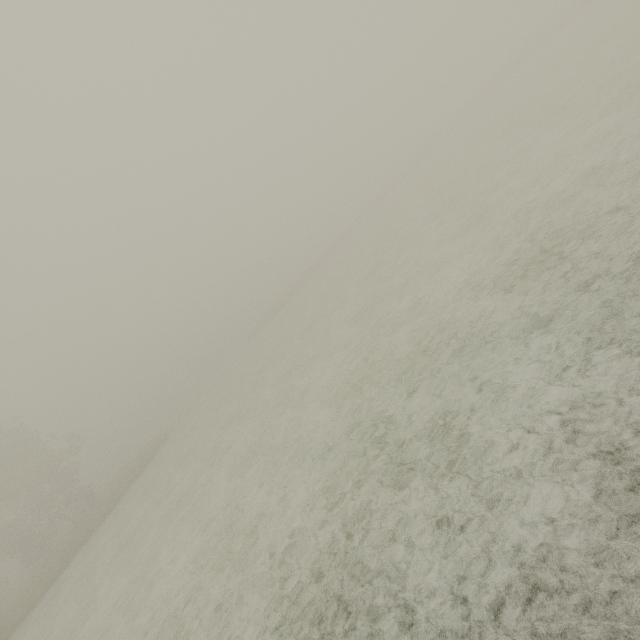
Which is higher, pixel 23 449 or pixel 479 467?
pixel 23 449
